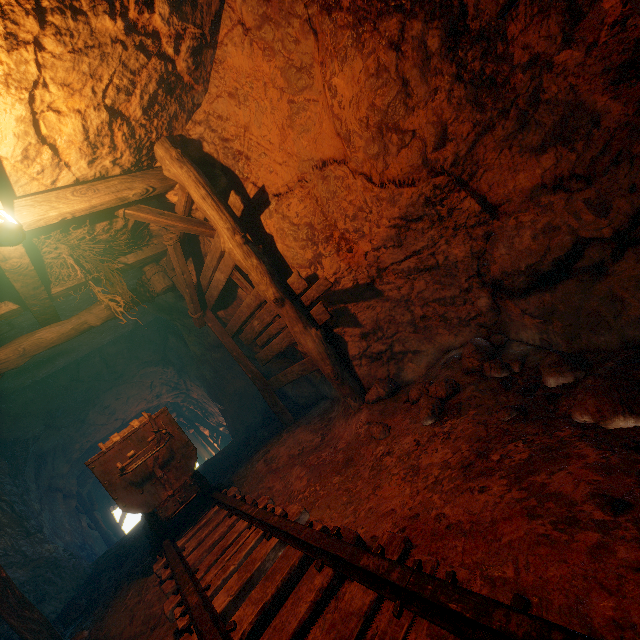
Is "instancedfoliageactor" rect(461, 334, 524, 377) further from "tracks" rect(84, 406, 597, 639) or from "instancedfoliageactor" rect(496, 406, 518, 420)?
"tracks" rect(84, 406, 597, 639)

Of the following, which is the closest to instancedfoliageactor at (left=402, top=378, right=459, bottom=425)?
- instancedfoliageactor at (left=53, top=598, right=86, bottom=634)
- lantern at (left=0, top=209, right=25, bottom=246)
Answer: lantern at (left=0, top=209, right=25, bottom=246)

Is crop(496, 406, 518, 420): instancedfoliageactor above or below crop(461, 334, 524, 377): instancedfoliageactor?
below

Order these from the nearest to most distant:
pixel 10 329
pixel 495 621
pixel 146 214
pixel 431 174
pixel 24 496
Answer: pixel 495 621 → pixel 431 174 → pixel 146 214 → pixel 10 329 → pixel 24 496

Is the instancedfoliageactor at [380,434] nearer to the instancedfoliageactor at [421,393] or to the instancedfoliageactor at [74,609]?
the instancedfoliageactor at [421,393]

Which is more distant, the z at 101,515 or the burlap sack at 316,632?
the z at 101,515

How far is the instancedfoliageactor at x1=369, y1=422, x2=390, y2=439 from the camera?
3.24m

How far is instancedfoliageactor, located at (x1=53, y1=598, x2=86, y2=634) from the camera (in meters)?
4.88
